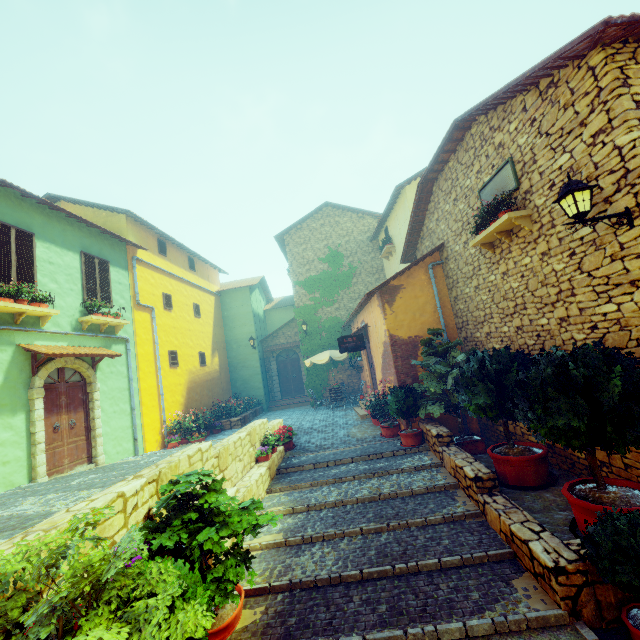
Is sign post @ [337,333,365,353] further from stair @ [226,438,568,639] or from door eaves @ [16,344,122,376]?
door eaves @ [16,344,122,376]

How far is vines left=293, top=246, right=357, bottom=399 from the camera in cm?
1739

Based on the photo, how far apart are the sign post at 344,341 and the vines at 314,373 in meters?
6.2

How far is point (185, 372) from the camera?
14.35m

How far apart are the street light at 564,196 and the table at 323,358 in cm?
1111

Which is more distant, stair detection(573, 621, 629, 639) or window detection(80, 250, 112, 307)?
window detection(80, 250, 112, 307)

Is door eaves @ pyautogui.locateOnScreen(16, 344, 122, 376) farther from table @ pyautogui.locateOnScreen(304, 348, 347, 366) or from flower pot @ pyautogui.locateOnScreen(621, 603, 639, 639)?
flower pot @ pyautogui.locateOnScreen(621, 603, 639, 639)

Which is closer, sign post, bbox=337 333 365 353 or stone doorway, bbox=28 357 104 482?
stone doorway, bbox=28 357 104 482
